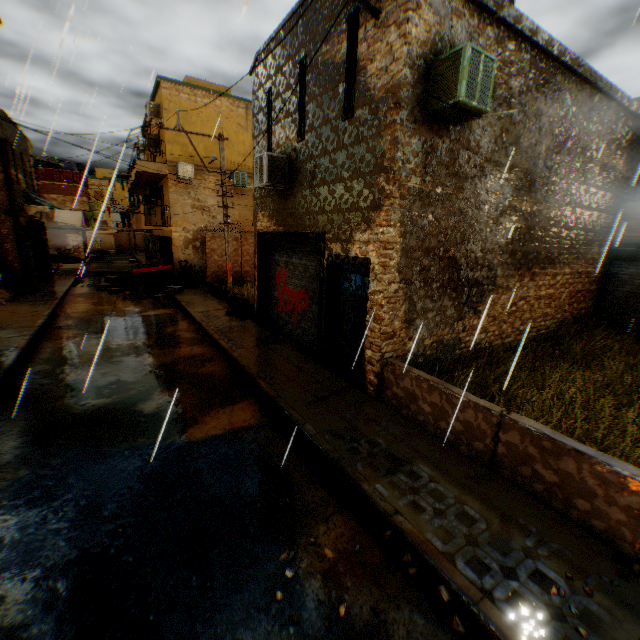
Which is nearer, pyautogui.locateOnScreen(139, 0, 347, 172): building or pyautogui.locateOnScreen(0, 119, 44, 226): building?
pyautogui.locateOnScreen(139, 0, 347, 172): building

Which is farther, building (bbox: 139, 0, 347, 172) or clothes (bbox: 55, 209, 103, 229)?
clothes (bbox: 55, 209, 103, 229)

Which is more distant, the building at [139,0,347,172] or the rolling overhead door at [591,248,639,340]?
the rolling overhead door at [591,248,639,340]

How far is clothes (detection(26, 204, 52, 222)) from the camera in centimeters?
1541cm

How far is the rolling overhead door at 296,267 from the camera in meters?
9.0 m

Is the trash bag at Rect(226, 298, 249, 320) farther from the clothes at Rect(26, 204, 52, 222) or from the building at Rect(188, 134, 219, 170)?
the clothes at Rect(26, 204, 52, 222)

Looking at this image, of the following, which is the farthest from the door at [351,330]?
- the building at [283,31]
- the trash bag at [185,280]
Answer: the trash bag at [185,280]

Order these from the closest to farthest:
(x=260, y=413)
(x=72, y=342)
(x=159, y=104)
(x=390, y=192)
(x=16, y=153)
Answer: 1. (x=390, y=192)
2. (x=260, y=413)
3. (x=72, y=342)
4. (x=16, y=153)
5. (x=159, y=104)
